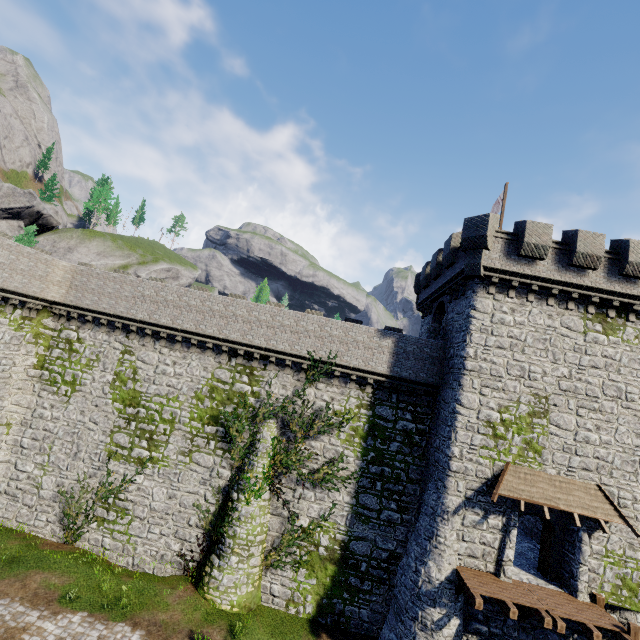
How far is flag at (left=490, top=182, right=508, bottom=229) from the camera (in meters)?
19.47

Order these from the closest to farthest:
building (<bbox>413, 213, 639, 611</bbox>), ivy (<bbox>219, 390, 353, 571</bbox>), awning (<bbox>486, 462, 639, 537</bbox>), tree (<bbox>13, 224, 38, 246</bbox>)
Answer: awning (<bbox>486, 462, 639, 537</bbox>)
building (<bbox>413, 213, 639, 611</bbox>)
ivy (<bbox>219, 390, 353, 571</bbox>)
tree (<bbox>13, 224, 38, 246</bbox>)

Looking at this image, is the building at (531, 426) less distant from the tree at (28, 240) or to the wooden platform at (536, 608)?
the wooden platform at (536, 608)

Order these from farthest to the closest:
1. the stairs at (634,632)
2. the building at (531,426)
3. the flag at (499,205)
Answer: the flag at (499,205) → the building at (531,426) → the stairs at (634,632)

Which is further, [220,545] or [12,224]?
[12,224]

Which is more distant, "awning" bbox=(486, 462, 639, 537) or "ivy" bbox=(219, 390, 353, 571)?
"ivy" bbox=(219, 390, 353, 571)

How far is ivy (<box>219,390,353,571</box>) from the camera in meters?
17.7

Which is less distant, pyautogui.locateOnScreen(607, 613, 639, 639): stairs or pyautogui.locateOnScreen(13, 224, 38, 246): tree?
pyautogui.locateOnScreen(607, 613, 639, 639): stairs
